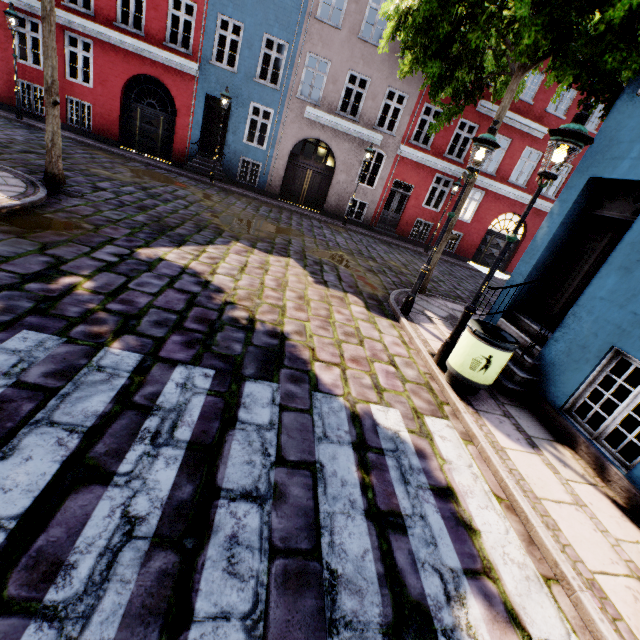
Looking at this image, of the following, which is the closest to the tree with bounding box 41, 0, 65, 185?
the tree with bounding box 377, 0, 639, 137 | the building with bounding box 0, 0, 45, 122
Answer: the building with bounding box 0, 0, 45, 122

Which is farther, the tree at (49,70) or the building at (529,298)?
the tree at (49,70)

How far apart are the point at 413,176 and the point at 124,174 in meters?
13.5

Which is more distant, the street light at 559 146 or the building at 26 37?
the building at 26 37

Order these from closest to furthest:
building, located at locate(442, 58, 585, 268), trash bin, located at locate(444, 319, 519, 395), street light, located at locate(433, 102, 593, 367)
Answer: street light, located at locate(433, 102, 593, 367) < trash bin, located at locate(444, 319, 519, 395) < building, located at locate(442, 58, 585, 268)

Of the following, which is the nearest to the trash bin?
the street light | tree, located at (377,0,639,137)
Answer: the street light

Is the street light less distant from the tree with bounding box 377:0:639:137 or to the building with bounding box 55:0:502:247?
the building with bounding box 55:0:502:247

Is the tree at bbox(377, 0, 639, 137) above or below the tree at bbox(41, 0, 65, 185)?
above
